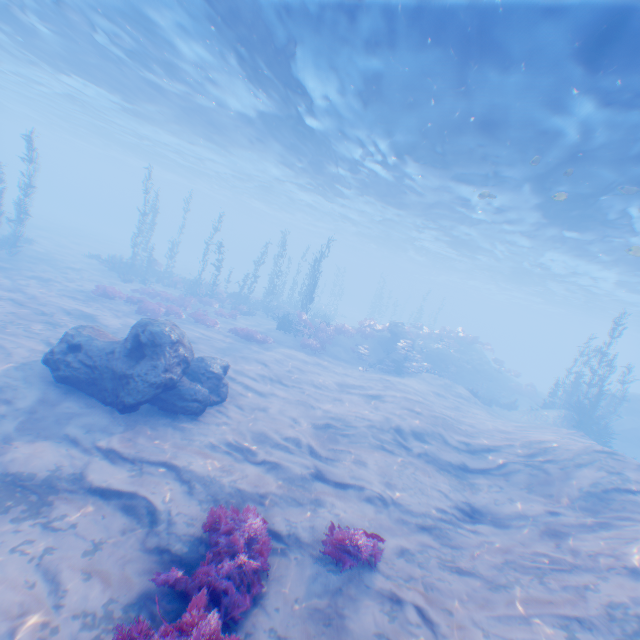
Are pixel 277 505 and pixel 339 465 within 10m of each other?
yes

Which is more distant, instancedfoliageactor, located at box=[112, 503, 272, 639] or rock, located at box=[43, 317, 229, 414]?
rock, located at box=[43, 317, 229, 414]

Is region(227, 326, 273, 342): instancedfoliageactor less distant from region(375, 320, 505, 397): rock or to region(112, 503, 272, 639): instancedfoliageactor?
region(375, 320, 505, 397): rock

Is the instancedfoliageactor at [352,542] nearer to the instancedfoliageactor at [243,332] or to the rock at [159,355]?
the rock at [159,355]

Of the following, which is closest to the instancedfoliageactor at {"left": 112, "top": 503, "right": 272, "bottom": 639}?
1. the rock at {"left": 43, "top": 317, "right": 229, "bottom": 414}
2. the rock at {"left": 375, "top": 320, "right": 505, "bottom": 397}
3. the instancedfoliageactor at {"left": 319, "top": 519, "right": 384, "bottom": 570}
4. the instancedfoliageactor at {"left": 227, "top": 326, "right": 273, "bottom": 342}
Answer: the instancedfoliageactor at {"left": 319, "top": 519, "right": 384, "bottom": 570}

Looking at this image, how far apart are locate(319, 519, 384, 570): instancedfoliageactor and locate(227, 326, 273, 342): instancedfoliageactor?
13.94m

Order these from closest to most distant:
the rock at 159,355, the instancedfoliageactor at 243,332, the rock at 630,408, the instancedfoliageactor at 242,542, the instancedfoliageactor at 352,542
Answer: the instancedfoliageactor at 242,542 < the instancedfoliageactor at 352,542 < the rock at 159,355 < the instancedfoliageactor at 243,332 < the rock at 630,408

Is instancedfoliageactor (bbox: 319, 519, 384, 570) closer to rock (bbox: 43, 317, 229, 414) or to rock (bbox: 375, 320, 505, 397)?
rock (bbox: 43, 317, 229, 414)
